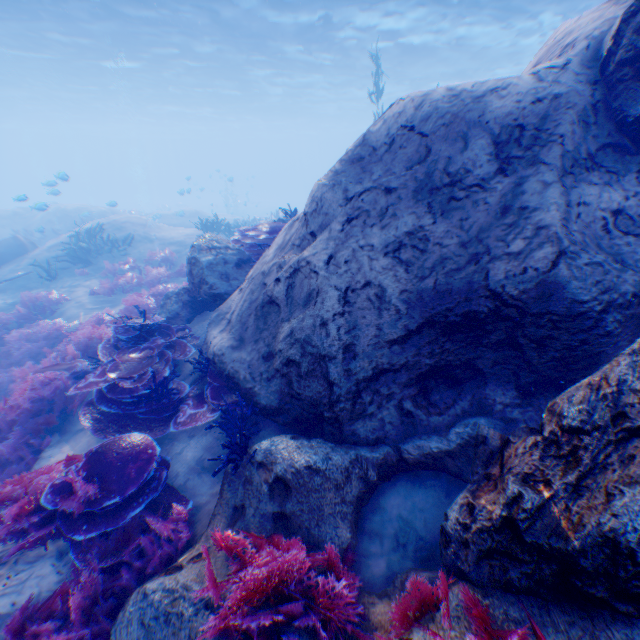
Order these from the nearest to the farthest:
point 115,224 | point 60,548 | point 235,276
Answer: point 60,548 < point 235,276 < point 115,224

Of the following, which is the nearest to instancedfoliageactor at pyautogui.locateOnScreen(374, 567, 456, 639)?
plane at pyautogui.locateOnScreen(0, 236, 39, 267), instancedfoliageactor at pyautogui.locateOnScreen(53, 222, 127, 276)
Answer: plane at pyautogui.locateOnScreen(0, 236, 39, 267)

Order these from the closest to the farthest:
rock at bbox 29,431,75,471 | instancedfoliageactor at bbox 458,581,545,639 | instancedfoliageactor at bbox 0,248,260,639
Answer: instancedfoliageactor at bbox 458,581,545,639 < instancedfoliageactor at bbox 0,248,260,639 < rock at bbox 29,431,75,471

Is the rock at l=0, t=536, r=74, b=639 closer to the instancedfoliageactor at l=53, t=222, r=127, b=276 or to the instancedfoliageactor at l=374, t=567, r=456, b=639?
the instancedfoliageactor at l=374, t=567, r=456, b=639

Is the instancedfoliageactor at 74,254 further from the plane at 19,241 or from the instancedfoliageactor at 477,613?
the plane at 19,241

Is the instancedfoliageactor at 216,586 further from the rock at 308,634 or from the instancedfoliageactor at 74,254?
the instancedfoliageactor at 74,254

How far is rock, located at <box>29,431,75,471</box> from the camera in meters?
5.2

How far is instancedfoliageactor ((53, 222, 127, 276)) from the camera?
12.58m
